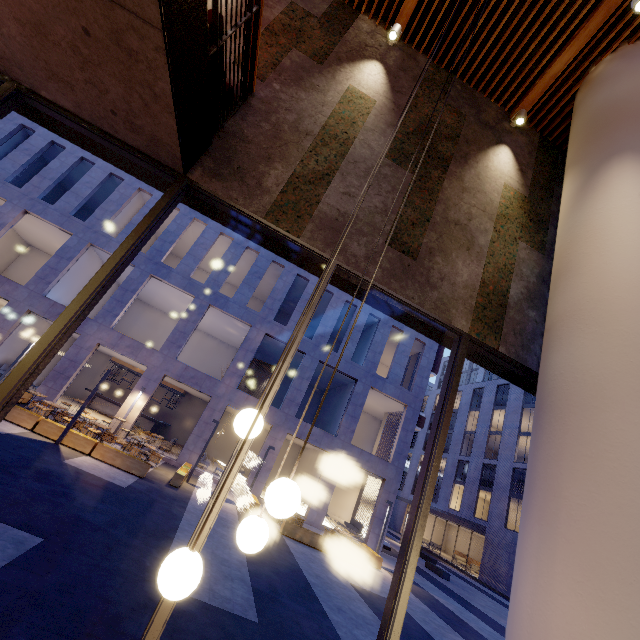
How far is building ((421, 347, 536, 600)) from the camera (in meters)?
28.23

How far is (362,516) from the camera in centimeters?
2300cm

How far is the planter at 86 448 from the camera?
11.5m

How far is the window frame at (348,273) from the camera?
3.3m

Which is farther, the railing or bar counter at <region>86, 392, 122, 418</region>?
bar counter at <region>86, 392, 122, 418</region>

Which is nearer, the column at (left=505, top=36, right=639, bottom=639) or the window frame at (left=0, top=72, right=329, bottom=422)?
the column at (left=505, top=36, right=639, bottom=639)

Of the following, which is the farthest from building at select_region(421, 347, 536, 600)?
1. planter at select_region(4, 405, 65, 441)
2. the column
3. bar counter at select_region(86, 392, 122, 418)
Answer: the column

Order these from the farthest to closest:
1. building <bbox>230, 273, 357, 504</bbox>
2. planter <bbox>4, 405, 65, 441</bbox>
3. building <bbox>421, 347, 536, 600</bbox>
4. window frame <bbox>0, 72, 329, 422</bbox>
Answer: building <bbox>421, 347, 536, 600</bbox>, building <bbox>230, 273, 357, 504</bbox>, planter <bbox>4, 405, 65, 441</bbox>, window frame <bbox>0, 72, 329, 422</bbox>
